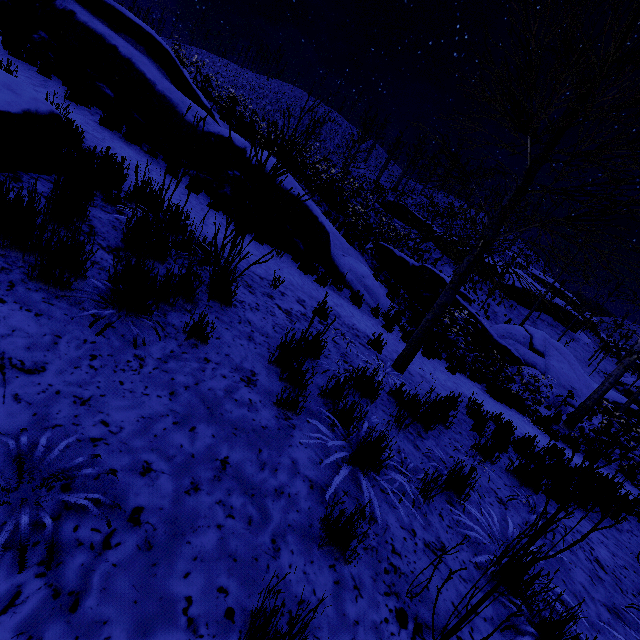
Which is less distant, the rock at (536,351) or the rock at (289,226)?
the rock at (289,226)

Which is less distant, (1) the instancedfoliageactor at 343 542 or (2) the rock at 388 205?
(1) the instancedfoliageactor at 343 542

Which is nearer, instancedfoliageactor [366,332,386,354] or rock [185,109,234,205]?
instancedfoliageactor [366,332,386,354]

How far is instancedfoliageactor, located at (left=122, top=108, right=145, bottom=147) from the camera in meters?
7.3 m

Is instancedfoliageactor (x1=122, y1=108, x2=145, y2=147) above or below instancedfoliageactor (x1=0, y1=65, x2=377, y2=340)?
above

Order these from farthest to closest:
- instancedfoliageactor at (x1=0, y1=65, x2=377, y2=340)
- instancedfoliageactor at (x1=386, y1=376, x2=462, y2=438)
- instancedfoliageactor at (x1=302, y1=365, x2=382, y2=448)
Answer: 1. instancedfoliageactor at (x1=386, y1=376, x2=462, y2=438)
2. instancedfoliageactor at (x1=302, y1=365, x2=382, y2=448)
3. instancedfoliageactor at (x1=0, y1=65, x2=377, y2=340)

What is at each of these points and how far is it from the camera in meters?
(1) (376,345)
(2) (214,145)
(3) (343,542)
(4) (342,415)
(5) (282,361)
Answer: (1) instancedfoliageactor, 6.2
(2) rock, 8.0
(3) instancedfoliageactor, 1.9
(4) instancedfoliageactor, 3.0
(5) instancedfoliageactor, 3.3

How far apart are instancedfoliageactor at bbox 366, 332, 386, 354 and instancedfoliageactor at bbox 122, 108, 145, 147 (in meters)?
6.89
